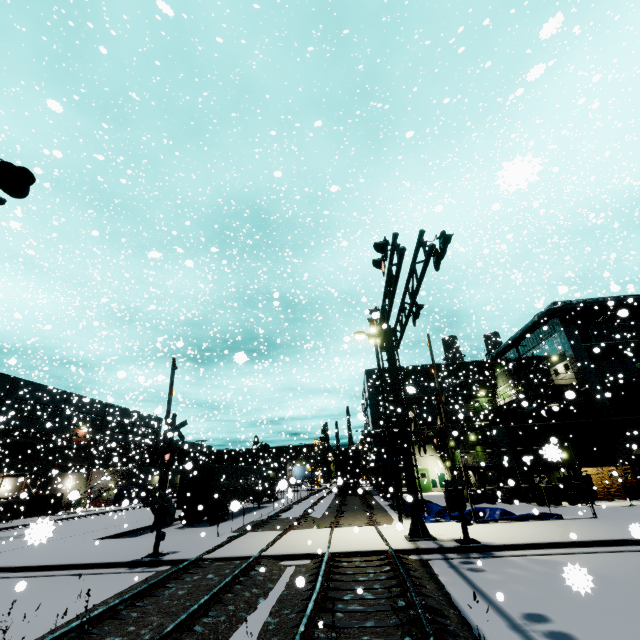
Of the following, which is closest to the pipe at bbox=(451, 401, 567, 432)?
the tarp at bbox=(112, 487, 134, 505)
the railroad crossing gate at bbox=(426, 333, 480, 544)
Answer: the railroad crossing gate at bbox=(426, 333, 480, 544)

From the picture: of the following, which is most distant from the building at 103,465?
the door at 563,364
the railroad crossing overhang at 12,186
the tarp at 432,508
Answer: the railroad crossing overhang at 12,186

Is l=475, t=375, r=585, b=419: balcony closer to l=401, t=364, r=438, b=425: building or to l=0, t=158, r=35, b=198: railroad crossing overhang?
l=401, t=364, r=438, b=425: building

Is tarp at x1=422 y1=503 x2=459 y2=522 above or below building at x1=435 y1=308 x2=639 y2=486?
below

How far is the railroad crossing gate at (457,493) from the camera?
11.16m

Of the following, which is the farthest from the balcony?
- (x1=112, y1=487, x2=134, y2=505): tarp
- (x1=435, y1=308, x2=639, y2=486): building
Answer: (x1=112, y1=487, x2=134, y2=505): tarp

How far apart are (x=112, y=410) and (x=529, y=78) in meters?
25.6

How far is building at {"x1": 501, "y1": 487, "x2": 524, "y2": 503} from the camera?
22.2 meters
